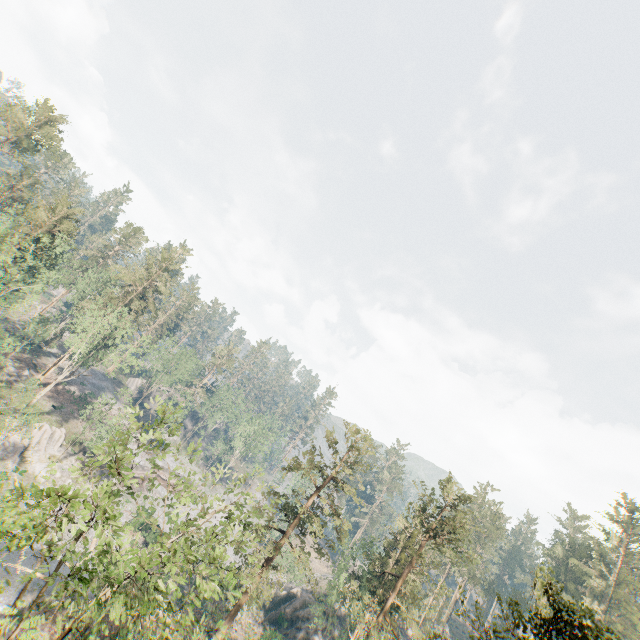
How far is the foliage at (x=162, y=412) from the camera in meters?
16.9

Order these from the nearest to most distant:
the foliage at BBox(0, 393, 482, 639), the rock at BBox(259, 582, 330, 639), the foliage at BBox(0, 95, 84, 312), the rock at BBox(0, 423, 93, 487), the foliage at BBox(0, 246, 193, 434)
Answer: the foliage at BBox(0, 393, 482, 639) → the rock at BBox(0, 423, 93, 487) → the foliage at BBox(0, 95, 84, 312) → the foliage at BBox(0, 246, 193, 434) → the rock at BBox(259, 582, 330, 639)

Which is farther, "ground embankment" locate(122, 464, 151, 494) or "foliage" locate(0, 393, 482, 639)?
"ground embankment" locate(122, 464, 151, 494)

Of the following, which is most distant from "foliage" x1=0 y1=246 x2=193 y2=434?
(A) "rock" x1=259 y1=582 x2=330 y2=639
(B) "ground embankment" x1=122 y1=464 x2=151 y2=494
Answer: (B) "ground embankment" x1=122 y1=464 x2=151 y2=494

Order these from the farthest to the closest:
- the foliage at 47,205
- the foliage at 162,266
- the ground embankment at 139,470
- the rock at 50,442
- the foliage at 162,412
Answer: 1. the ground embankment at 139,470
2. the foliage at 162,266
3. the foliage at 47,205
4. the rock at 50,442
5. the foliage at 162,412

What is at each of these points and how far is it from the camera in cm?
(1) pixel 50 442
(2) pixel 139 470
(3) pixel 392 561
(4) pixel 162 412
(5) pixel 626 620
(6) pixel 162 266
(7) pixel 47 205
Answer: (1) rock, 4344
(2) ground embankment, 5728
(3) foliage, 4134
(4) foliage, 1711
(5) foliage, 5272
(6) foliage, 5800
(7) foliage, 4597

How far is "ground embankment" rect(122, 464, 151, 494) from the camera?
54.81m

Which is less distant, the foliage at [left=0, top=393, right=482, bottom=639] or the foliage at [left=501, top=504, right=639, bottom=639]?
the foliage at [left=501, top=504, right=639, bottom=639]
